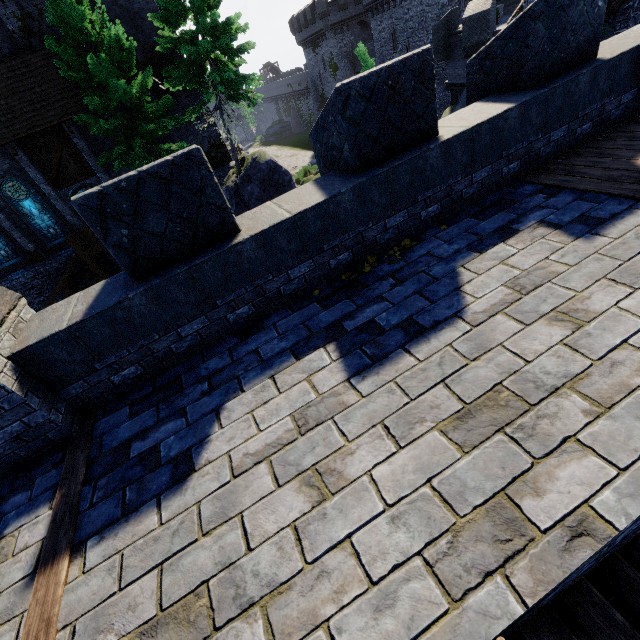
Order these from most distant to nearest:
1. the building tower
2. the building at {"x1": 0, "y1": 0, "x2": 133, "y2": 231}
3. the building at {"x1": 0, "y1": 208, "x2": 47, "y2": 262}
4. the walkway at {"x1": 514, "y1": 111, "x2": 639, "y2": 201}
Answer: the building at {"x1": 0, "y1": 208, "x2": 47, "y2": 262} → the building at {"x1": 0, "y1": 0, "x2": 133, "y2": 231} → the building tower → the walkway at {"x1": 514, "y1": 111, "x2": 639, "y2": 201}

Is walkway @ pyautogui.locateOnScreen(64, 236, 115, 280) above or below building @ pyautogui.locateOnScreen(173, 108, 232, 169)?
below

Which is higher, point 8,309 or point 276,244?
point 8,309

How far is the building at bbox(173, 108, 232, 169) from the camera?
22.62m

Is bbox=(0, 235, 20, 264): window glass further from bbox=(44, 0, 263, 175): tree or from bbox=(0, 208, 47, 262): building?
bbox=(44, 0, 263, 175): tree

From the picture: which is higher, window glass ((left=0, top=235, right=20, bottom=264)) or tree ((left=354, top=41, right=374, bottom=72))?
tree ((left=354, top=41, right=374, bottom=72))

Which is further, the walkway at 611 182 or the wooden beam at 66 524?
the walkway at 611 182

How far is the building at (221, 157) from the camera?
22.6m
